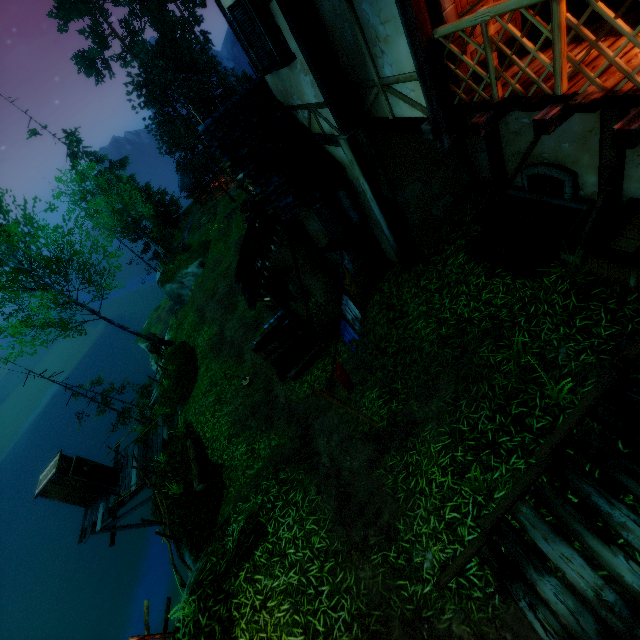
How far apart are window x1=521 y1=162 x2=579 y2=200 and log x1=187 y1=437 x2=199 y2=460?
12.68m

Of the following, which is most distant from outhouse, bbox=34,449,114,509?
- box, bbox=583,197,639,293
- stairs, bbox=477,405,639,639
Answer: box, bbox=583,197,639,293

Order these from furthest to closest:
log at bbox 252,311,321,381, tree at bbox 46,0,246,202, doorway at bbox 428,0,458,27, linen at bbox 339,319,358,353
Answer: tree at bbox 46,0,246,202
log at bbox 252,311,321,381
linen at bbox 339,319,358,353
doorway at bbox 428,0,458,27

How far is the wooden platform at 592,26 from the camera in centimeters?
394cm

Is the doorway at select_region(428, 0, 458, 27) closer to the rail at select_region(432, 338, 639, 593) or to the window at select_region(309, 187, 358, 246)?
the rail at select_region(432, 338, 639, 593)

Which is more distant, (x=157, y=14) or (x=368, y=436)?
(x=157, y=14)

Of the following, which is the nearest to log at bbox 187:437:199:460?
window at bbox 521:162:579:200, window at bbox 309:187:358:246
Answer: window at bbox 309:187:358:246

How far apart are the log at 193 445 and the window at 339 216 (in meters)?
8.94
